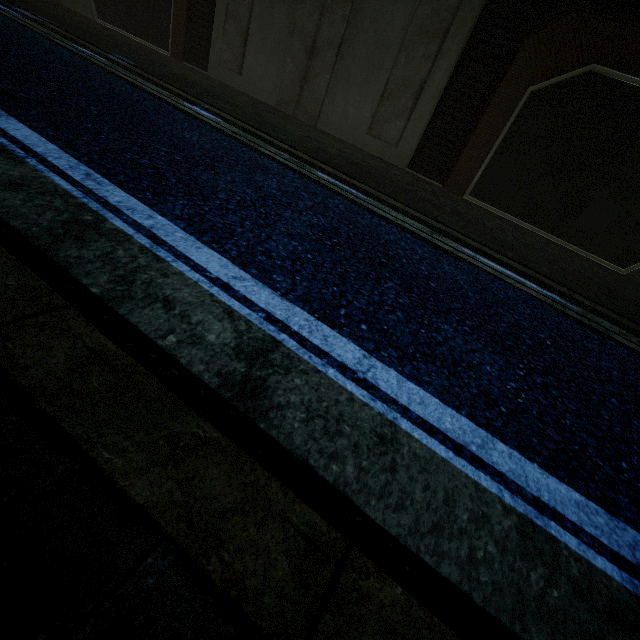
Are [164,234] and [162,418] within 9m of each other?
yes
